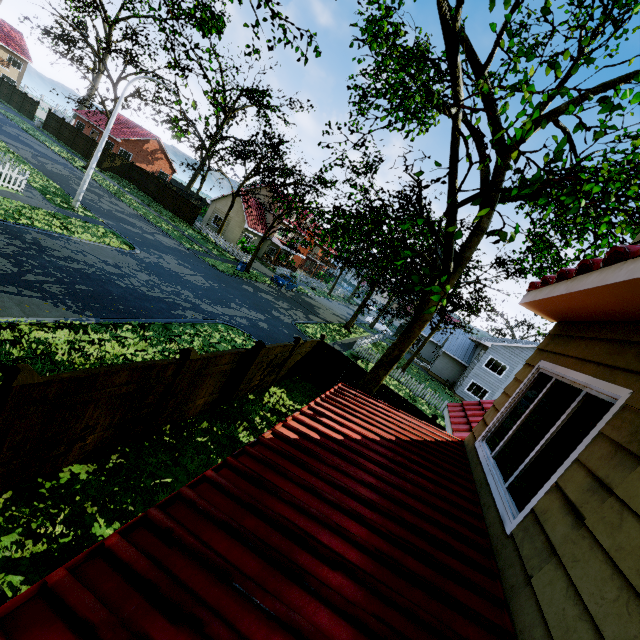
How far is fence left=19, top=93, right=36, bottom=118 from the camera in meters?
40.8

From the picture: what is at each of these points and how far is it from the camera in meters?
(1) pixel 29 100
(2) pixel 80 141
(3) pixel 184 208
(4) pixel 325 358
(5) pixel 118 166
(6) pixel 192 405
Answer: (1) fence, 41.1 m
(2) fence, 37.9 m
(3) fence, 36.5 m
(4) fence, 14.4 m
(5) fence, 38.1 m
(6) fence, 7.8 m

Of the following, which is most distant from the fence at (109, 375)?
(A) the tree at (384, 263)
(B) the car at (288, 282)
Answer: (B) the car at (288, 282)

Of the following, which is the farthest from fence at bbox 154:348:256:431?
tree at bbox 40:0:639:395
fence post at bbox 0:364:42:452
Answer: tree at bbox 40:0:639:395

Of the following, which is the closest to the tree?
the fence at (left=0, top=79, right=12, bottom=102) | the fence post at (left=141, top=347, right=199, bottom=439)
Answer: the fence at (left=0, top=79, right=12, bottom=102)

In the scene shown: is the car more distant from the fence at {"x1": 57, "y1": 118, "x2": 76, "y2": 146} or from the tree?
the fence at {"x1": 57, "y1": 118, "x2": 76, "y2": 146}

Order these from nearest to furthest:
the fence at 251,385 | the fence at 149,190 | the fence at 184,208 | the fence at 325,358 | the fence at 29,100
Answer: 1. the fence at 251,385
2. the fence at 325,358
3. the fence at 184,208
4. the fence at 149,190
5. the fence at 29,100

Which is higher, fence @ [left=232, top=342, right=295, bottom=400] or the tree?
the tree
